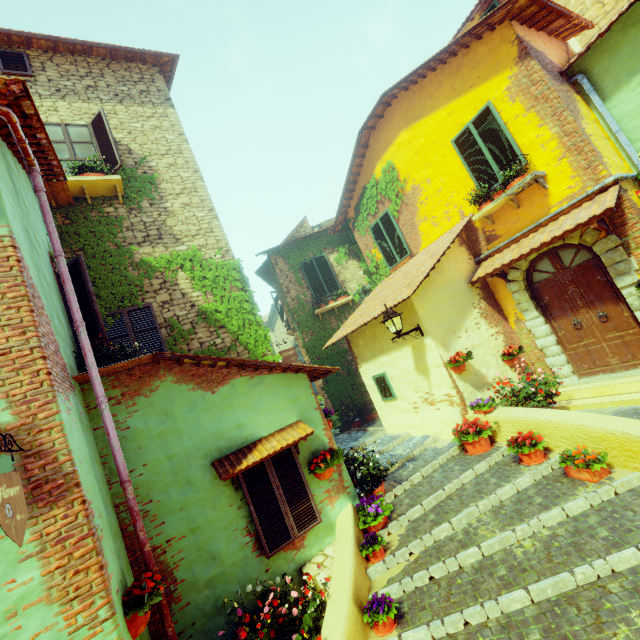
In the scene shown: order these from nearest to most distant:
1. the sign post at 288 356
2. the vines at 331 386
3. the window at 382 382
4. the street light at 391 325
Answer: the street light at 391 325 < the window at 382 382 < the sign post at 288 356 < the vines at 331 386

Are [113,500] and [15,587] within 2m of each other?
yes

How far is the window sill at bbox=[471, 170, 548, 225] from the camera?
6.50m

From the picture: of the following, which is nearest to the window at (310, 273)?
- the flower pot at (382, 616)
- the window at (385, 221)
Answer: the window at (385, 221)

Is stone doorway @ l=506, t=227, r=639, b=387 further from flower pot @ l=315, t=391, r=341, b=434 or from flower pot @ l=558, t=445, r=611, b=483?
flower pot @ l=315, t=391, r=341, b=434

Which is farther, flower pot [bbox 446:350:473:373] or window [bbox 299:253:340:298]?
window [bbox 299:253:340:298]

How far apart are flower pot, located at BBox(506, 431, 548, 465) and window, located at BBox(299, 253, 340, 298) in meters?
8.1

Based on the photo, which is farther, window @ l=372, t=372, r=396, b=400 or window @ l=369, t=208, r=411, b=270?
window @ l=369, t=208, r=411, b=270
